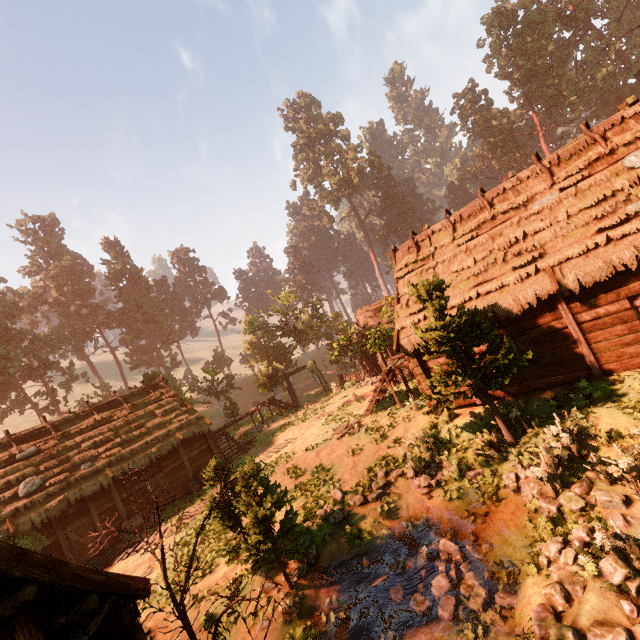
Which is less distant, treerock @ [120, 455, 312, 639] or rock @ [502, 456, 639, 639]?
treerock @ [120, 455, 312, 639]

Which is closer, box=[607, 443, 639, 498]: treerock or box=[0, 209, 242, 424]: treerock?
box=[607, 443, 639, 498]: treerock

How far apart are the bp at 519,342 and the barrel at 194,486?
18.5m

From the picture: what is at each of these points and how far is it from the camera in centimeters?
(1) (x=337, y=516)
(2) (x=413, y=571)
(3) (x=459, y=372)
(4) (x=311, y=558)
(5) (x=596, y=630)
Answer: (1) rock, 1097cm
(2) rock, 868cm
(3) treerock, 997cm
(4) rock, 982cm
(5) rock, 491cm

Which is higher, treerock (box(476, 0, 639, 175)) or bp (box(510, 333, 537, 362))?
treerock (box(476, 0, 639, 175))

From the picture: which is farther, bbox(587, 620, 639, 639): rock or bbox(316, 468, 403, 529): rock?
bbox(316, 468, 403, 529): rock

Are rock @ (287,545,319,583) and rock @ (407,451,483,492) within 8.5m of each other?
yes

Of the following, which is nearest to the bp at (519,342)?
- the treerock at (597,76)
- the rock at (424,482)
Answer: the treerock at (597,76)
